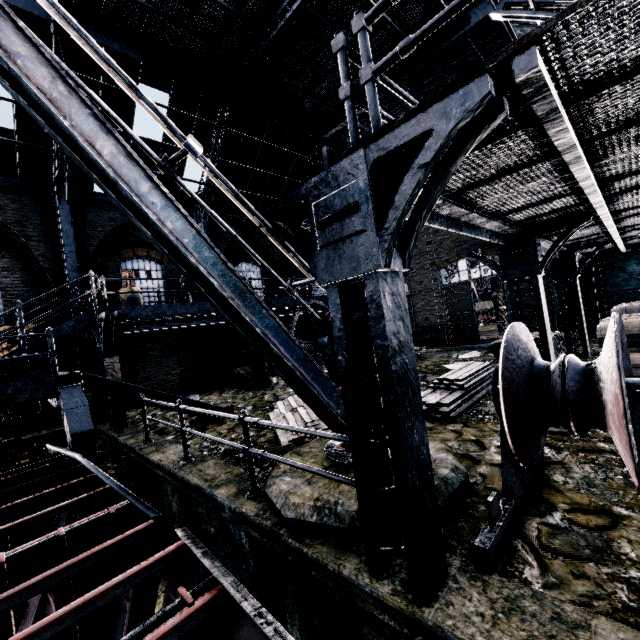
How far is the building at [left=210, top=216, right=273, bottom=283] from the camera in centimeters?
1814cm

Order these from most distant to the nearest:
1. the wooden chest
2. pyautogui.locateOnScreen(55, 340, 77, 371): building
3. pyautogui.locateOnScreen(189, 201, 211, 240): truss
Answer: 1. pyautogui.locateOnScreen(189, 201, 211, 240): truss
2. pyautogui.locateOnScreen(55, 340, 77, 371): building
3. the wooden chest

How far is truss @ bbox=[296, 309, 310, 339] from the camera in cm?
2083

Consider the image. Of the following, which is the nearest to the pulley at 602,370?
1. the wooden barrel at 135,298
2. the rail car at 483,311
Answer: the wooden barrel at 135,298

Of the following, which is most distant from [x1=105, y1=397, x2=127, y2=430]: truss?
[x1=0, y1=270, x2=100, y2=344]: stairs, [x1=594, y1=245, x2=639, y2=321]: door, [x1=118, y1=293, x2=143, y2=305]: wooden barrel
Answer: [x1=594, y1=245, x2=639, y2=321]: door

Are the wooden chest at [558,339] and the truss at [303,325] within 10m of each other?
no

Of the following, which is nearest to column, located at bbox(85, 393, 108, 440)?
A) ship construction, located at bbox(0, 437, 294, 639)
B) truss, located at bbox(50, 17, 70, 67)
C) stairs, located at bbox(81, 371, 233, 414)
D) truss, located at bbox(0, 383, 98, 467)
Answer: truss, located at bbox(50, 17, 70, 67)

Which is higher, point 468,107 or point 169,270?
point 169,270
